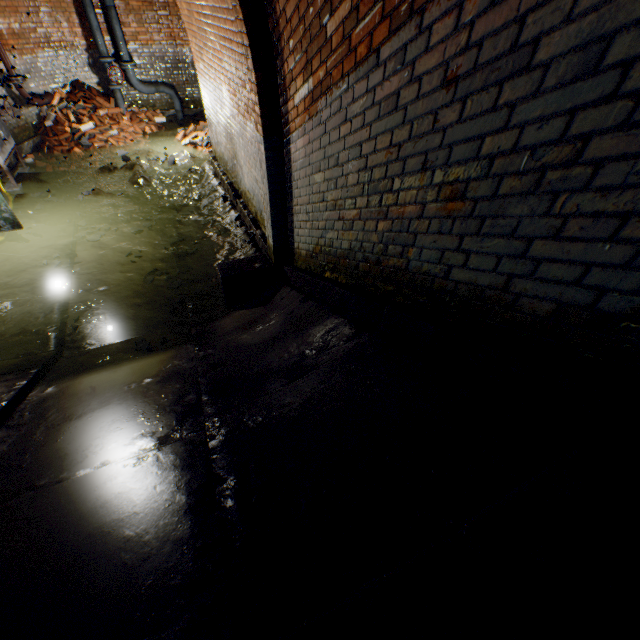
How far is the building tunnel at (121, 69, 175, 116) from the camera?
9.9m

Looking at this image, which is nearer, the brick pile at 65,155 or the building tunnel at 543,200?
the building tunnel at 543,200

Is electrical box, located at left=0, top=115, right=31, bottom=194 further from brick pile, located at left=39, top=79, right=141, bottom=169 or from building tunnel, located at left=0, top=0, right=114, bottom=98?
brick pile, located at left=39, top=79, right=141, bottom=169

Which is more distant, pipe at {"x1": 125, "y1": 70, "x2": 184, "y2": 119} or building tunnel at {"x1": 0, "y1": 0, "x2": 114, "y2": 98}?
pipe at {"x1": 125, "y1": 70, "x2": 184, "y2": 119}

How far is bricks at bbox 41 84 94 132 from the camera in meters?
8.3

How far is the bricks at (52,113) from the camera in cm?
828

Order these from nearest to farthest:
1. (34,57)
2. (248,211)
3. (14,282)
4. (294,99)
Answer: (294,99) < (14,282) < (248,211) < (34,57)

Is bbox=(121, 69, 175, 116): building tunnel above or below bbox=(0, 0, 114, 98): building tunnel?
below
